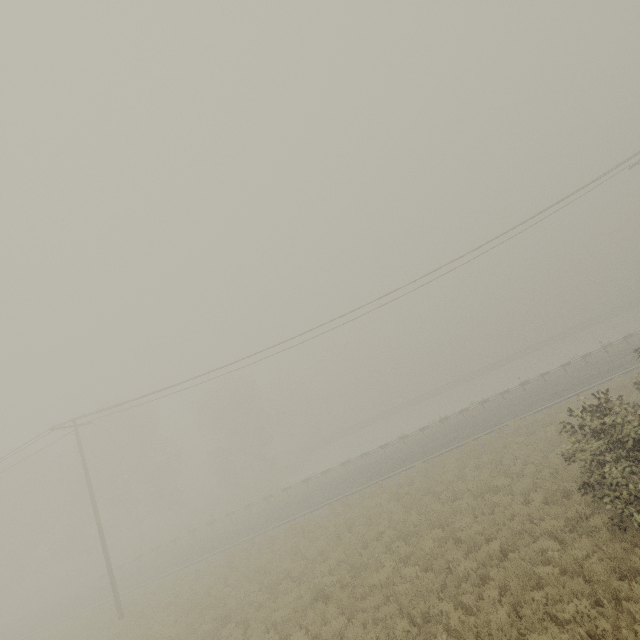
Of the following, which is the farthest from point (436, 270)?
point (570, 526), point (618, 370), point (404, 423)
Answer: point (404, 423)

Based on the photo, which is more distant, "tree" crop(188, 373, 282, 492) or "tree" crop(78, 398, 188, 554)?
"tree" crop(188, 373, 282, 492)

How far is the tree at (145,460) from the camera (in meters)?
39.94

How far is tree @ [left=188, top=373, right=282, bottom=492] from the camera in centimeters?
4644cm

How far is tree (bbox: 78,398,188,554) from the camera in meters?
39.9

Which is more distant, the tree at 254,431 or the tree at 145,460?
the tree at 254,431
